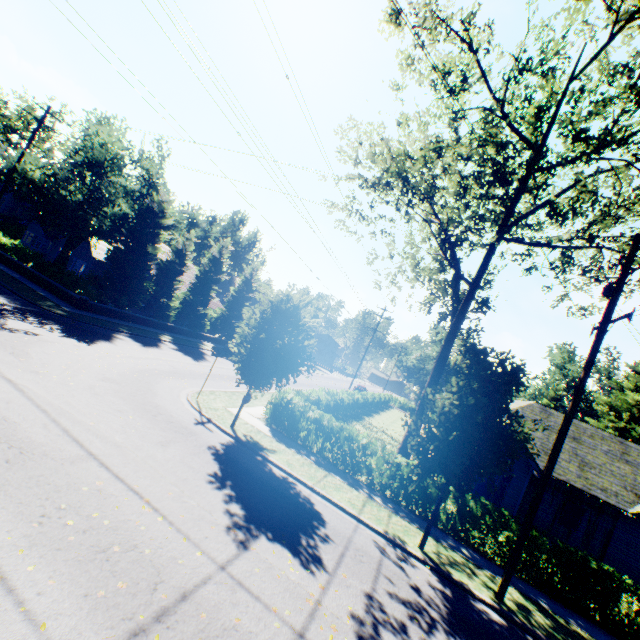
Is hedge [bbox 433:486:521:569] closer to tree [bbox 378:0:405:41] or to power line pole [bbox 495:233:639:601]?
tree [bbox 378:0:405:41]

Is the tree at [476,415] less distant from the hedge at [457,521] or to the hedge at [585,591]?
the hedge at [457,521]

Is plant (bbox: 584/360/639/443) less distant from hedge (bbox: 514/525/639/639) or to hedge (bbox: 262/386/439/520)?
hedge (bbox: 262/386/439/520)

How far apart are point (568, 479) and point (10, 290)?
35.3 meters

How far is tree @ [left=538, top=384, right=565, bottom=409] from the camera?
56.6 meters

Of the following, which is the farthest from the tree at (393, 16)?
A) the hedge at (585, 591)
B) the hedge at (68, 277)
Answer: the hedge at (585, 591)

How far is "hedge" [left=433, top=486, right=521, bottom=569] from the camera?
11.7 meters

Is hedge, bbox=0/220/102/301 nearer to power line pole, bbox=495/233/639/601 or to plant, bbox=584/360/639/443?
plant, bbox=584/360/639/443
